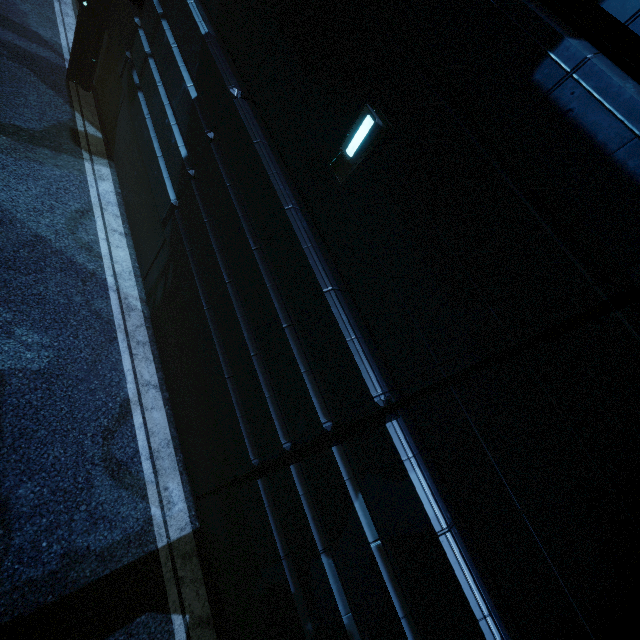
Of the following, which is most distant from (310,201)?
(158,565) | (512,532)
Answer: (158,565)
